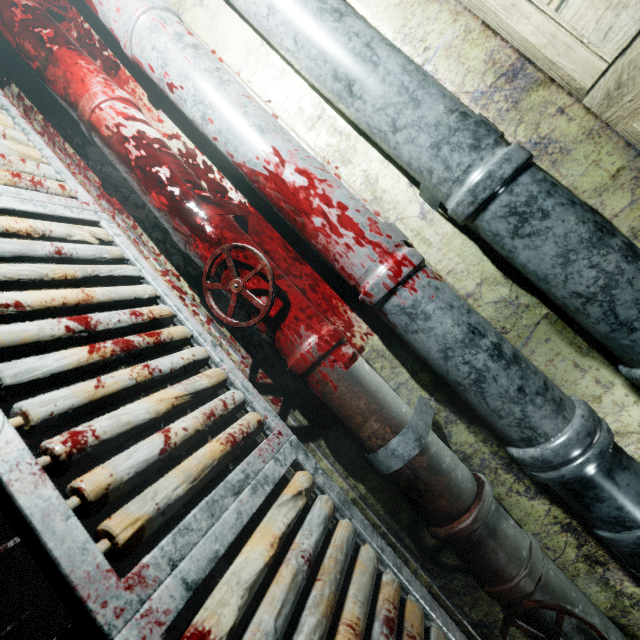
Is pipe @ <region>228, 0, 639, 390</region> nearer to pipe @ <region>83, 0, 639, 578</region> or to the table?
pipe @ <region>83, 0, 639, 578</region>

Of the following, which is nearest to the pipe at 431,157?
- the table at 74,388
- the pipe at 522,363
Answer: the pipe at 522,363

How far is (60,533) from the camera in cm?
48

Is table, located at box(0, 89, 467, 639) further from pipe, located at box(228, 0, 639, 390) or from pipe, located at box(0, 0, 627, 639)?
pipe, located at box(228, 0, 639, 390)

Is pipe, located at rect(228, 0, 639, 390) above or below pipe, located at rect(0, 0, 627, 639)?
above

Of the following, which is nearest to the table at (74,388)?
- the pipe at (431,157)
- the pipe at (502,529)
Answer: the pipe at (502,529)

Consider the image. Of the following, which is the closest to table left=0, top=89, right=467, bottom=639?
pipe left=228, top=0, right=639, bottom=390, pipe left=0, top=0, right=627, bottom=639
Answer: pipe left=0, top=0, right=627, bottom=639

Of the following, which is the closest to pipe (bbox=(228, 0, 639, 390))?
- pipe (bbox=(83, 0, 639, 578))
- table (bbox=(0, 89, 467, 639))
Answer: pipe (bbox=(83, 0, 639, 578))
